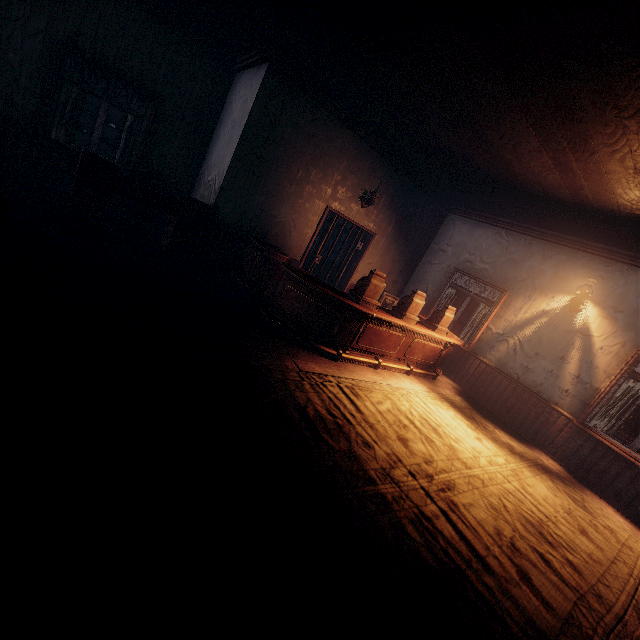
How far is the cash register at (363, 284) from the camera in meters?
5.2 m

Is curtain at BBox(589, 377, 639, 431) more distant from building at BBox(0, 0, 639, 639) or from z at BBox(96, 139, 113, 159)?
z at BBox(96, 139, 113, 159)

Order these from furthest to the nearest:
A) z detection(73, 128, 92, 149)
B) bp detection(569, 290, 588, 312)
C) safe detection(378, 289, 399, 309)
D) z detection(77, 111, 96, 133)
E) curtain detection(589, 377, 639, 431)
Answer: z detection(77, 111, 96, 133), z detection(73, 128, 92, 149), safe detection(378, 289, 399, 309), bp detection(569, 290, 588, 312), curtain detection(589, 377, 639, 431)

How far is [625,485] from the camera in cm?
529

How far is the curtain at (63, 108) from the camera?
5.7m

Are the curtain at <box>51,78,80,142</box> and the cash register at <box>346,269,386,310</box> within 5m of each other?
no

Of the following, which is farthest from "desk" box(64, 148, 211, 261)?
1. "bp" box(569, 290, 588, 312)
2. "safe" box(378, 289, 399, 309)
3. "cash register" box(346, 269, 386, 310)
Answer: "bp" box(569, 290, 588, 312)

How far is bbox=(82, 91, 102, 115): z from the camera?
14.41m
